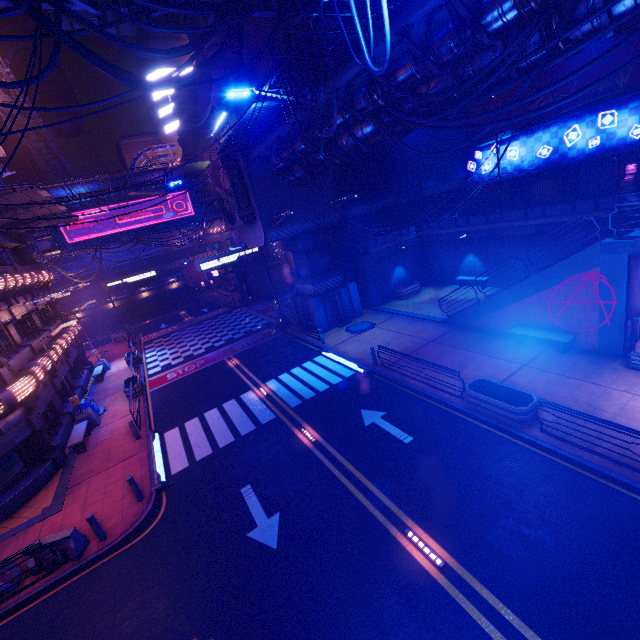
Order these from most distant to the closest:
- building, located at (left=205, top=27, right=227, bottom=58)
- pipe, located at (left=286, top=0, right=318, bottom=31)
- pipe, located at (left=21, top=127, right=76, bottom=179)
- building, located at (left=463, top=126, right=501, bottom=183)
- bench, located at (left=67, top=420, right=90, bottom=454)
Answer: pipe, located at (left=21, top=127, right=76, bottom=179) → building, located at (left=463, top=126, right=501, bottom=183) → building, located at (left=205, top=27, right=227, bottom=58) → bench, located at (left=67, top=420, right=90, bottom=454) → pipe, located at (left=286, top=0, right=318, bottom=31)

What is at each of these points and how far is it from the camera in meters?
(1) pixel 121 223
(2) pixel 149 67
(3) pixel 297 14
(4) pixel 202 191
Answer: (1) sign, 32.9 m
(2) building, 52.5 m
(3) pipe, 9.8 m
(4) walkway, 37.6 m

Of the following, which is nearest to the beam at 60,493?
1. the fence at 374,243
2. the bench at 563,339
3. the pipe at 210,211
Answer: the pipe at 210,211

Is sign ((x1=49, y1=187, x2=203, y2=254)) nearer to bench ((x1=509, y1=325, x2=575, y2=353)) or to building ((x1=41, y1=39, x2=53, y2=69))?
building ((x1=41, y1=39, x2=53, y2=69))

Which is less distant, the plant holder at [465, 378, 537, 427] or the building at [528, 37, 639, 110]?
the plant holder at [465, 378, 537, 427]

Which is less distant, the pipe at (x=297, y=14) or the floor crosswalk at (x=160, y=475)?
the pipe at (x=297, y=14)

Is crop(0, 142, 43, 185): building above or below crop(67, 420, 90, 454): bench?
above

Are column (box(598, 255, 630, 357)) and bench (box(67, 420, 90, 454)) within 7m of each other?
no
